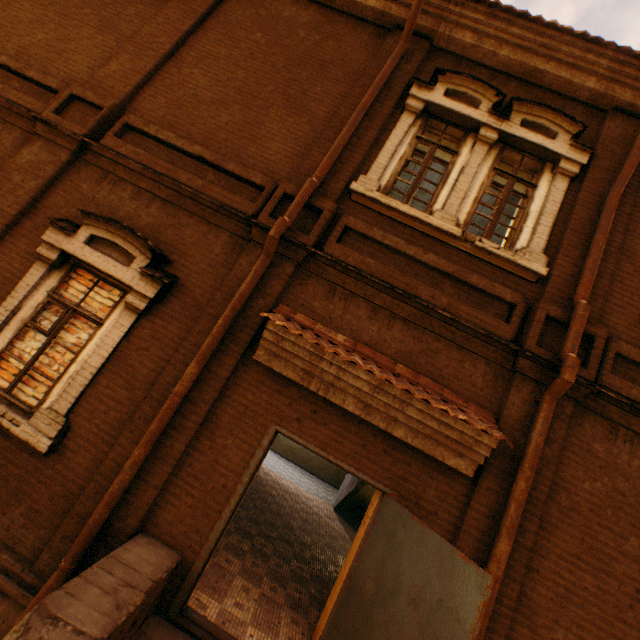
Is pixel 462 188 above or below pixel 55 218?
above

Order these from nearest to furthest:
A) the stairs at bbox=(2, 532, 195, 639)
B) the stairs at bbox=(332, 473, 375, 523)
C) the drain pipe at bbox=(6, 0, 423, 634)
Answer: the stairs at bbox=(2, 532, 195, 639), the drain pipe at bbox=(6, 0, 423, 634), the stairs at bbox=(332, 473, 375, 523)

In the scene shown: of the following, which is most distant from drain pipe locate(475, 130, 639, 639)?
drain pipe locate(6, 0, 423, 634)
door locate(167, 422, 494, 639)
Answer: drain pipe locate(6, 0, 423, 634)

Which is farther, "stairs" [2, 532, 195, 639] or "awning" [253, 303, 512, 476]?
"awning" [253, 303, 512, 476]

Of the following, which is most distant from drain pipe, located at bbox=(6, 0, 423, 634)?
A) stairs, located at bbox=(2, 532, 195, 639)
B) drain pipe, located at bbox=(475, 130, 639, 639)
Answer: drain pipe, located at bbox=(475, 130, 639, 639)

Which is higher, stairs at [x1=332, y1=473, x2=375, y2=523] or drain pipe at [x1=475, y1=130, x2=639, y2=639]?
drain pipe at [x1=475, y1=130, x2=639, y2=639]

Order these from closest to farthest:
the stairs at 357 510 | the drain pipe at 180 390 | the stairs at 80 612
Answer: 1. the stairs at 80 612
2. the drain pipe at 180 390
3. the stairs at 357 510

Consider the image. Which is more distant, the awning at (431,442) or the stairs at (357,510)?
the stairs at (357,510)
